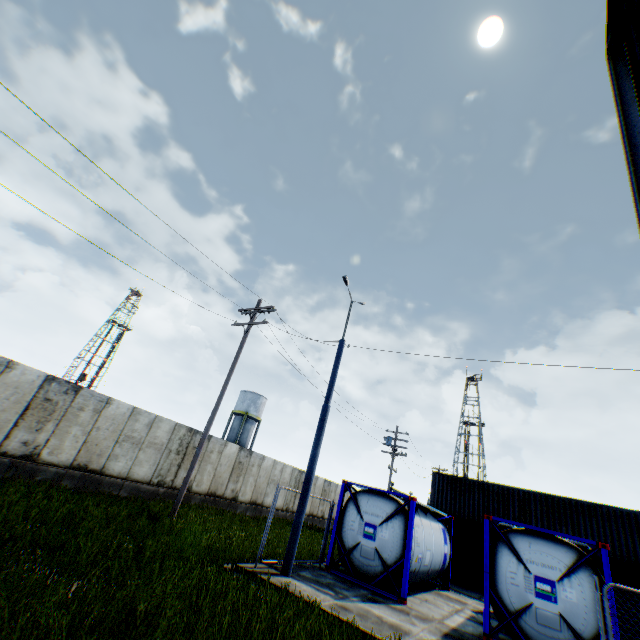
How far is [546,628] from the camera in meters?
8.4 m

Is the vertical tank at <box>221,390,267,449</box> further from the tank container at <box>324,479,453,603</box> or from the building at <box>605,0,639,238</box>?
the building at <box>605,0,639,238</box>

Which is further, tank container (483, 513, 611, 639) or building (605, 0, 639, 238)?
tank container (483, 513, 611, 639)

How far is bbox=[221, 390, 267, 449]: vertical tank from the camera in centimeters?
4356cm

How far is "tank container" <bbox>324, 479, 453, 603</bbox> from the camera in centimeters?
1076cm

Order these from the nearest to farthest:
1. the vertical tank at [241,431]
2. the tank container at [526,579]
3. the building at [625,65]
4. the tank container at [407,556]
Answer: the building at [625,65]
the tank container at [526,579]
the tank container at [407,556]
the vertical tank at [241,431]

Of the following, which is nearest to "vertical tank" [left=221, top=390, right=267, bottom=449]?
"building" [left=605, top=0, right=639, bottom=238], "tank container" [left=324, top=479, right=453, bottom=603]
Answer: "tank container" [left=324, top=479, right=453, bottom=603]

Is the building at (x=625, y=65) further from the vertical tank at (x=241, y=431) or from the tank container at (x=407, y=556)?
the vertical tank at (x=241, y=431)
